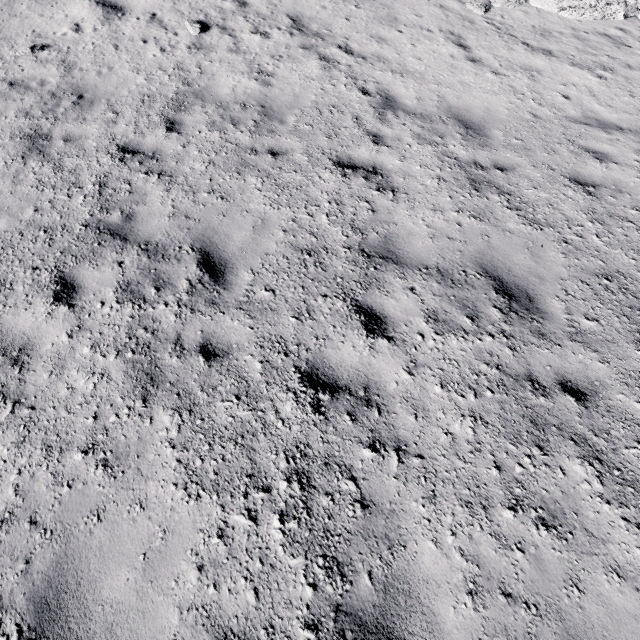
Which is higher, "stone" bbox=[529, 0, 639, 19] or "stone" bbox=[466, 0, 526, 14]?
"stone" bbox=[466, 0, 526, 14]

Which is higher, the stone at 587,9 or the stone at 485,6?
the stone at 485,6

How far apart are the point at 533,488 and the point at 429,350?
1.62m
